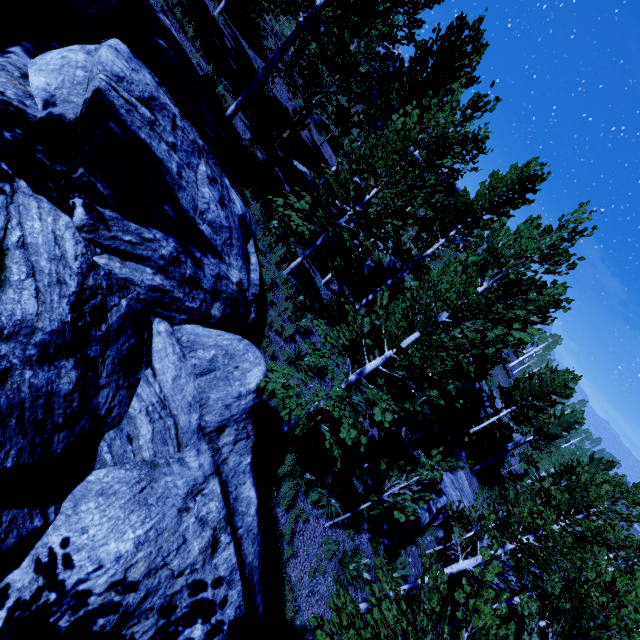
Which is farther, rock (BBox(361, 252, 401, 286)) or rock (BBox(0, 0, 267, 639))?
rock (BBox(361, 252, 401, 286))

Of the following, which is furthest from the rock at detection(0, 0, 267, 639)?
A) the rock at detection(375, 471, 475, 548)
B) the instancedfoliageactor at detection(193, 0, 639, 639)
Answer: the rock at detection(375, 471, 475, 548)

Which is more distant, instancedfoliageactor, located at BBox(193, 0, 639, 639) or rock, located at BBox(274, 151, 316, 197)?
rock, located at BBox(274, 151, 316, 197)

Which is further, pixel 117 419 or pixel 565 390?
pixel 565 390

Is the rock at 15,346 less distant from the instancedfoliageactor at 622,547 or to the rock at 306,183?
the instancedfoliageactor at 622,547

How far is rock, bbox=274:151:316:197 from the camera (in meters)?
15.54

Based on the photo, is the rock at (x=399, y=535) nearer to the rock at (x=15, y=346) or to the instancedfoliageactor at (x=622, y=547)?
the instancedfoliageactor at (x=622, y=547)

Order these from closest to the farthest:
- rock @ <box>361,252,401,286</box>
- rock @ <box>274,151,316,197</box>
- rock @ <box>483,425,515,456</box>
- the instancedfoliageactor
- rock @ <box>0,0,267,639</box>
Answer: rock @ <box>0,0,267,639</box>
the instancedfoliageactor
rock @ <box>274,151,316,197</box>
rock @ <box>361,252,401,286</box>
rock @ <box>483,425,515,456</box>
